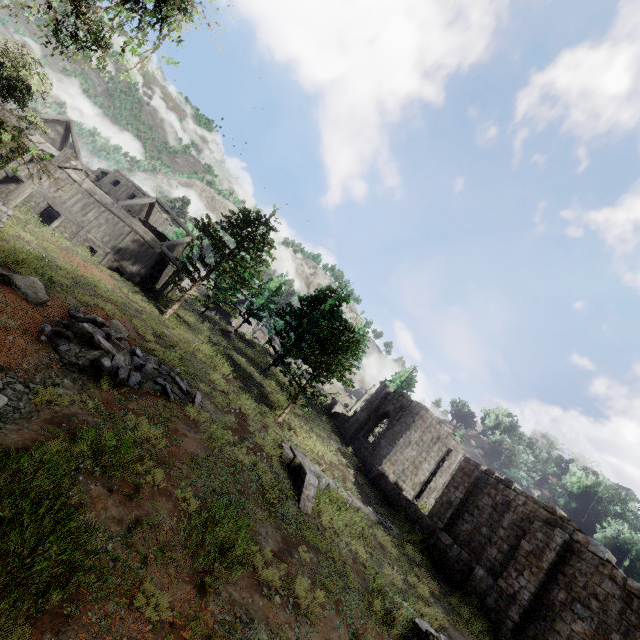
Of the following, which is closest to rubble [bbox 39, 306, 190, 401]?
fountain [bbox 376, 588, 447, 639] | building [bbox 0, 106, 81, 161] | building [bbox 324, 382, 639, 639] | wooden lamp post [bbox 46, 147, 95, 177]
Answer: wooden lamp post [bbox 46, 147, 95, 177]

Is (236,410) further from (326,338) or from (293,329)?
(293,329)

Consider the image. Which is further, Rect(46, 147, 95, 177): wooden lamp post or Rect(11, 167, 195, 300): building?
Rect(11, 167, 195, 300): building

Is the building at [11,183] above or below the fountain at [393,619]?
above

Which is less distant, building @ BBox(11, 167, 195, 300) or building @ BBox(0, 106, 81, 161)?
building @ BBox(0, 106, 81, 161)

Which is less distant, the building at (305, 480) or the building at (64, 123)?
the building at (305, 480)

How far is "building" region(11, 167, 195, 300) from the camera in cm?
2392

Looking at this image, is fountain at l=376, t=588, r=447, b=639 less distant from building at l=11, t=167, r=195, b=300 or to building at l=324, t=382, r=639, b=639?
building at l=324, t=382, r=639, b=639
